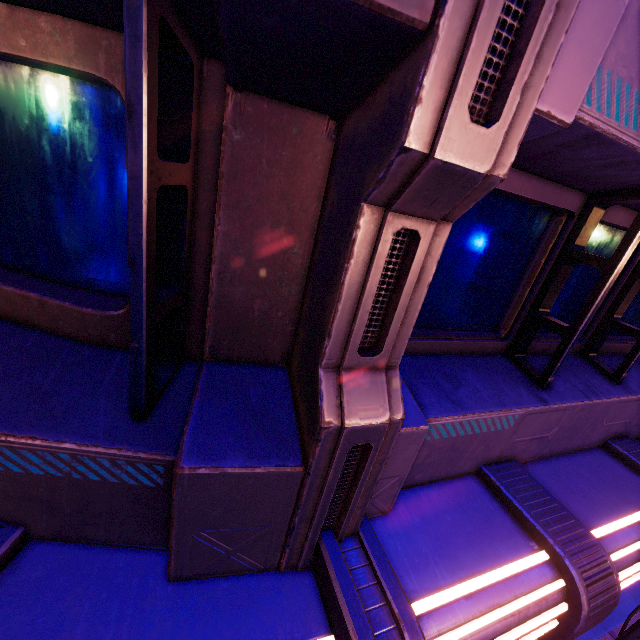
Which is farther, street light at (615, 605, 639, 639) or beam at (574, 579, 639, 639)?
beam at (574, 579, 639, 639)

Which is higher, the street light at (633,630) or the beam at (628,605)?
the street light at (633,630)

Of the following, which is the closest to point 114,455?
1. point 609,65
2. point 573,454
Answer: point 609,65

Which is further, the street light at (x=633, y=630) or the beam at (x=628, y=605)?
the beam at (x=628, y=605)

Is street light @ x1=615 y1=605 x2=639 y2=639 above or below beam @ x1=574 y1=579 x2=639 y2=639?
above
